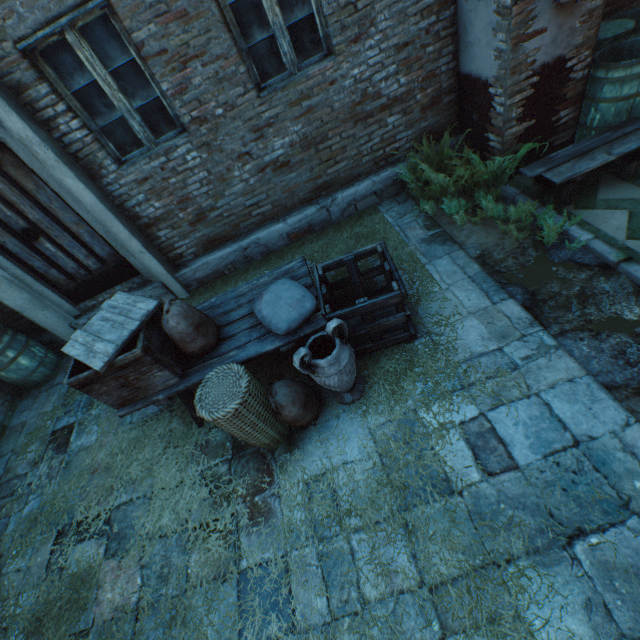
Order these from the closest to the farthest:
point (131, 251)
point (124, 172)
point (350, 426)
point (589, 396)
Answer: point (589, 396), point (350, 426), point (124, 172), point (131, 251)

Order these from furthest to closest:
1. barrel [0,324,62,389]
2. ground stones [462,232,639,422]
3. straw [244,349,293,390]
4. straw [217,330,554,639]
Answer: barrel [0,324,62,389] → straw [244,349,293,390] → ground stones [462,232,639,422] → straw [217,330,554,639]

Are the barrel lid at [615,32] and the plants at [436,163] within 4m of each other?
yes

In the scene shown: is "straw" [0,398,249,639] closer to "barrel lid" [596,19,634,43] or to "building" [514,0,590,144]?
"building" [514,0,590,144]

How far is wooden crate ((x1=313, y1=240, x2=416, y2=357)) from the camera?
2.91m

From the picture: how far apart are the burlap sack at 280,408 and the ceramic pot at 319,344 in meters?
0.1

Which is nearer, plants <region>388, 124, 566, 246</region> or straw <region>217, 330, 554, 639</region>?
straw <region>217, 330, 554, 639</region>

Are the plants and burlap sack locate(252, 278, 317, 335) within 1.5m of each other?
no
